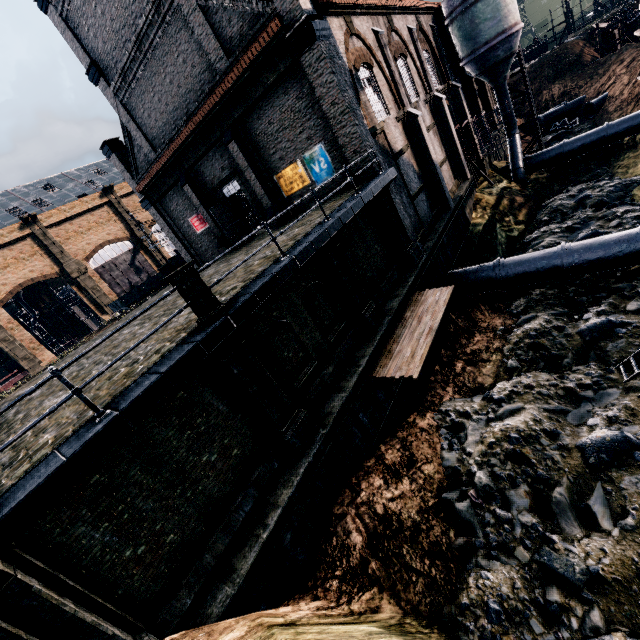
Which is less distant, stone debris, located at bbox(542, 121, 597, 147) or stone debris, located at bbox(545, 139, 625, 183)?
stone debris, located at bbox(545, 139, 625, 183)

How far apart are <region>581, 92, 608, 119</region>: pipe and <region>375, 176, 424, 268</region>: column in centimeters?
3509cm

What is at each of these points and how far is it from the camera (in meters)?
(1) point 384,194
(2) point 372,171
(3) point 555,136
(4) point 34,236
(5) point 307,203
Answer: (1) column, 15.70
(2) building, 15.95
(3) stone debris, 37.44
(4) building, 45.59
(5) building, 19.53

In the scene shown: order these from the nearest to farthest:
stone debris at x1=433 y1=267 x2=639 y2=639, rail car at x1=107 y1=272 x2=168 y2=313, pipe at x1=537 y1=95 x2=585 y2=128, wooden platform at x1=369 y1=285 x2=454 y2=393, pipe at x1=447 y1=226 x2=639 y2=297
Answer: stone debris at x1=433 y1=267 x2=639 y2=639 → wooden platform at x1=369 y1=285 x2=454 y2=393 → pipe at x1=447 y1=226 x2=639 y2=297 → pipe at x1=537 y1=95 x2=585 y2=128 → rail car at x1=107 y1=272 x2=168 y2=313

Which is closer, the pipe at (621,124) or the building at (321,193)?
the building at (321,193)

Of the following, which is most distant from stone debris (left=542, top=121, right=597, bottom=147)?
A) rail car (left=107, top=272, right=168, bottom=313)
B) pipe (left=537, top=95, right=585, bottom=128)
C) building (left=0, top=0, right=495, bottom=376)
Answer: rail car (left=107, top=272, right=168, bottom=313)

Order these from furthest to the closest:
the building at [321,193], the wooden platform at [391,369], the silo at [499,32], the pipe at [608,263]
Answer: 1. the silo at [499,32]
2. the building at [321,193]
3. the pipe at [608,263]
4. the wooden platform at [391,369]

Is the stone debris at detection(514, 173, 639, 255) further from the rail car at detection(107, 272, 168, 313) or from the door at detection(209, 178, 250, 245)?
the rail car at detection(107, 272, 168, 313)
